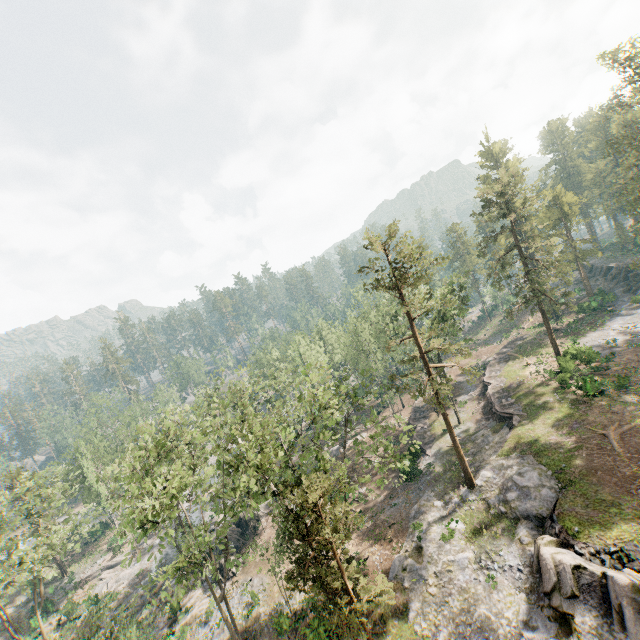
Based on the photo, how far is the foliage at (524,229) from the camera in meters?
34.5

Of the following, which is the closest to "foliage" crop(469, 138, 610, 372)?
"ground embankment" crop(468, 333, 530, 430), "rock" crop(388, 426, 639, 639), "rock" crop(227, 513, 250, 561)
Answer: "rock" crop(388, 426, 639, 639)

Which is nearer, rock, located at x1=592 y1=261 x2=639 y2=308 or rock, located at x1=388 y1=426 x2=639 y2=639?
rock, located at x1=388 y1=426 x2=639 y2=639

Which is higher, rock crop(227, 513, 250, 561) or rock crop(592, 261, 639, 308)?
rock crop(592, 261, 639, 308)

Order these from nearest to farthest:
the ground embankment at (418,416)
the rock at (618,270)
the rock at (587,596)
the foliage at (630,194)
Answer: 1. the rock at (587,596)
2. the foliage at (630,194)
3. the ground embankment at (418,416)
4. the rock at (618,270)

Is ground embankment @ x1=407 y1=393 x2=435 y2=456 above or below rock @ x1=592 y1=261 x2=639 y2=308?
→ below

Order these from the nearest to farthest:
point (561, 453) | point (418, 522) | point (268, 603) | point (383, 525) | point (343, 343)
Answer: point (561, 453) < point (418, 522) < point (268, 603) < point (383, 525) < point (343, 343)

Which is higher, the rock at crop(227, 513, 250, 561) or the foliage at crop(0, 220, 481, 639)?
the foliage at crop(0, 220, 481, 639)
